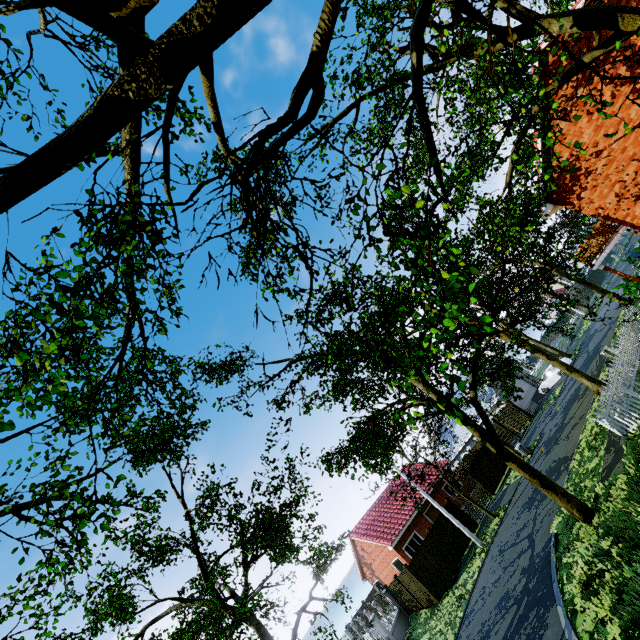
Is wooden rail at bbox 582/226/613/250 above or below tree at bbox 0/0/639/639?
below

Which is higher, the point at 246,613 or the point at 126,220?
the point at 126,220

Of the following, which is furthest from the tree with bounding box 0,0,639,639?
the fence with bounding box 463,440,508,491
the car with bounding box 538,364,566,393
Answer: the car with bounding box 538,364,566,393

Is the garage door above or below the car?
above

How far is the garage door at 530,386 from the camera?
35.3m

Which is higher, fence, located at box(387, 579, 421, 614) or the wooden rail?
the wooden rail

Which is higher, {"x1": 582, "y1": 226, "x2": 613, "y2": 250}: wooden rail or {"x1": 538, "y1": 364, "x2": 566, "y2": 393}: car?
{"x1": 582, "y1": 226, "x2": 613, "y2": 250}: wooden rail

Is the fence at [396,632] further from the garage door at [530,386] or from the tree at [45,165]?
the garage door at [530,386]
